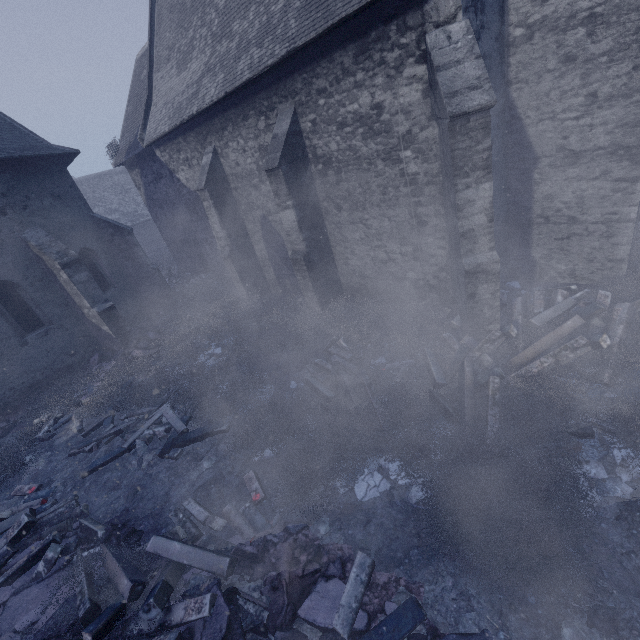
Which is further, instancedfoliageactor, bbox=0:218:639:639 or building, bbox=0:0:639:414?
building, bbox=0:0:639:414

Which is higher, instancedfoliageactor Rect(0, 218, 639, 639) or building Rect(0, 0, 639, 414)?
building Rect(0, 0, 639, 414)

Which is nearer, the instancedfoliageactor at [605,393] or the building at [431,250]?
the instancedfoliageactor at [605,393]

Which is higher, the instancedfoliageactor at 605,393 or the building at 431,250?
the building at 431,250

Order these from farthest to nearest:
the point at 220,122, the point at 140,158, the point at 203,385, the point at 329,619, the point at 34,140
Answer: the point at 140,158
the point at 34,140
the point at 220,122
the point at 203,385
the point at 329,619
